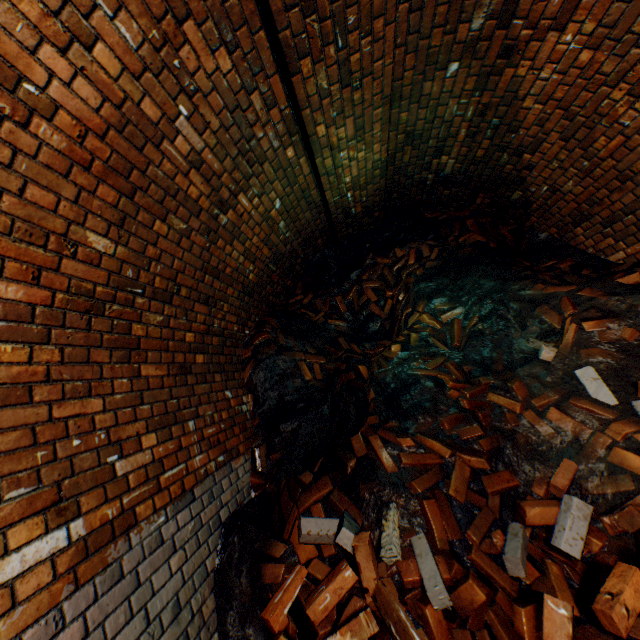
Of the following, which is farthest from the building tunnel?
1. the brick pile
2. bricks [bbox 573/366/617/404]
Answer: bricks [bbox 573/366/617/404]

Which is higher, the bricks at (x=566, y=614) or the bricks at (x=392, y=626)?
the bricks at (x=392, y=626)

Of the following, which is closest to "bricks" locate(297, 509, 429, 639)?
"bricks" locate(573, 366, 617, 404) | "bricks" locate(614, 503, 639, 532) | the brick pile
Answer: the brick pile

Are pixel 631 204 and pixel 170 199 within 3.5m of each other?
no

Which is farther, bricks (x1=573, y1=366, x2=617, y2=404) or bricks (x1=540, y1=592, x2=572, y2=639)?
bricks (x1=573, y1=366, x2=617, y2=404)

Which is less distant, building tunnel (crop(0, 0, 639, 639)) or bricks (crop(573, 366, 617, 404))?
building tunnel (crop(0, 0, 639, 639))

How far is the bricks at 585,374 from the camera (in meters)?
2.30

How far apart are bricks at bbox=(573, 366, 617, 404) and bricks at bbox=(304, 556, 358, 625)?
1.44m
